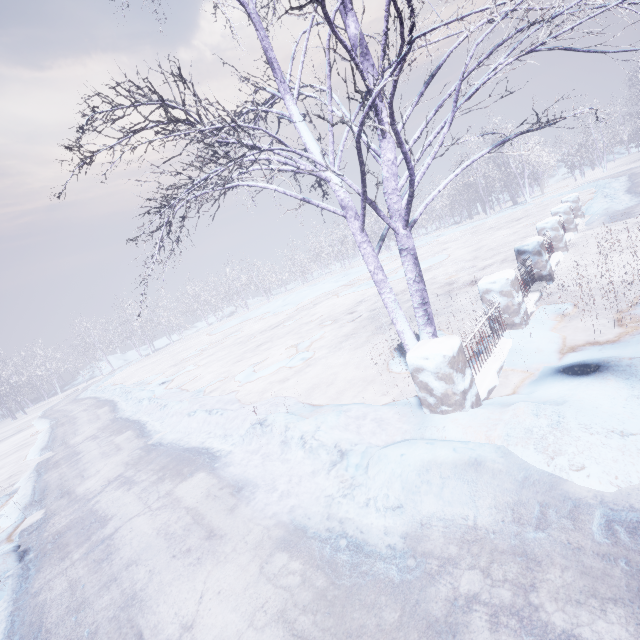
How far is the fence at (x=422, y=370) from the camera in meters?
3.1

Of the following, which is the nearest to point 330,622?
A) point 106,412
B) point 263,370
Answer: point 263,370

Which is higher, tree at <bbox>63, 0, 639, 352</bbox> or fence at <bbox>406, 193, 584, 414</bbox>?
tree at <bbox>63, 0, 639, 352</bbox>

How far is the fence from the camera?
3.09m

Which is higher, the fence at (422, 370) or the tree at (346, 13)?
the tree at (346, 13)
